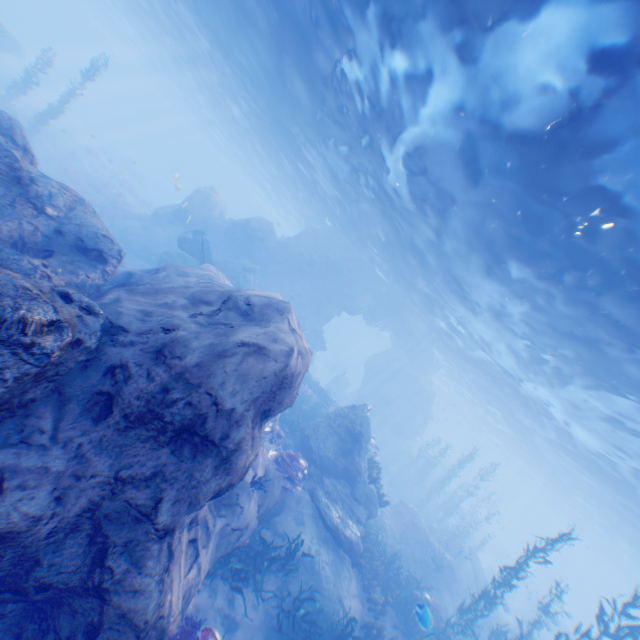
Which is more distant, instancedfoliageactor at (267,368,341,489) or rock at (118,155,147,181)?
rock at (118,155,147,181)

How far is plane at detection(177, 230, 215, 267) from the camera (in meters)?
A: 19.55

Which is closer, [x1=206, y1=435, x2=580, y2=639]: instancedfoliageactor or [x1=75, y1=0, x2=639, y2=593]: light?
[x1=75, y1=0, x2=639, y2=593]: light

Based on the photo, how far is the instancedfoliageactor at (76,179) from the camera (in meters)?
A: 25.26

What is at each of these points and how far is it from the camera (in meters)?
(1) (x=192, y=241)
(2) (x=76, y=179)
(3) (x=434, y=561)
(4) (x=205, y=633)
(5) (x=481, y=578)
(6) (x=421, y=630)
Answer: (1) plane, 19.94
(2) instancedfoliageactor, 25.78
(3) eel, 16.66
(4) instancedfoliageactor, 5.94
(5) plane, 22.27
(6) instancedfoliageactor, 11.21

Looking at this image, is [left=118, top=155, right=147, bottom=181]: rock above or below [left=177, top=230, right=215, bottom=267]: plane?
below

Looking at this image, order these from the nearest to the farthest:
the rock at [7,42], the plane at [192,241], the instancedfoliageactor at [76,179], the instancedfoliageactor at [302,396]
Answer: the instancedfoliageactor at [302,396], the plane at [192,241], the instancedfoliageactor at [76,179], the rock at [7,42]

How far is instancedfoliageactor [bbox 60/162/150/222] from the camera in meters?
25.3 m
